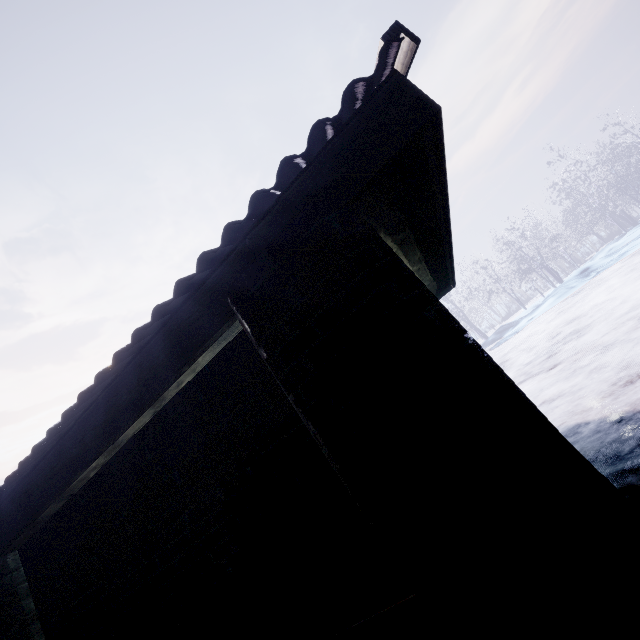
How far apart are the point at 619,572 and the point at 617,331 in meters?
6.8
